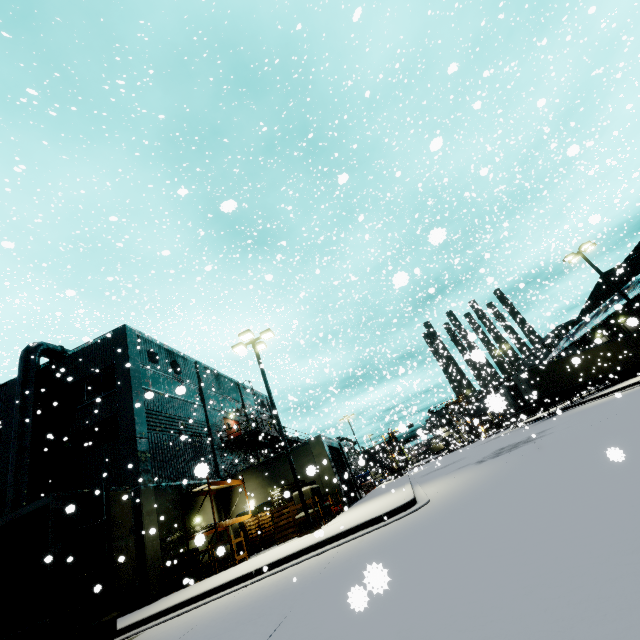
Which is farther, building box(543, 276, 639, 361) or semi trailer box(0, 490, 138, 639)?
building box(543, 276, 639, 361)

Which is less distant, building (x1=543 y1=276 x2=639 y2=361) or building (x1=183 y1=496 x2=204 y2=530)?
building (x1=183 y1=496 x2=204 y2=530)

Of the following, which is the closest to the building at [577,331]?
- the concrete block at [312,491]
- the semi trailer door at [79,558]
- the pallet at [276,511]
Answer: the pallet at [276,511]

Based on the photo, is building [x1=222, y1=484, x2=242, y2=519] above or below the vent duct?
below

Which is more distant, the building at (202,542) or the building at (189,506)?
the building at (189,506)

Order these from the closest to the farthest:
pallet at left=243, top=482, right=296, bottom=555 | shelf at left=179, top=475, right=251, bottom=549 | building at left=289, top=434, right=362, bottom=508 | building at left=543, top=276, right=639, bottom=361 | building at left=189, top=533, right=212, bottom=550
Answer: building at left=189, top=533, right=212, bottom=550, shelf at left=179, top=475, right=251, bottom=549, pallet at left=243, top=482, right=296, bottom=555, building at left=289, top=434, right=362, bottom=508, building at left=543, top=276, right=639, bottom=361

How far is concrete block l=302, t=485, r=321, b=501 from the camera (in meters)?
15.91

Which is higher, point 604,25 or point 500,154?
point 500,154
